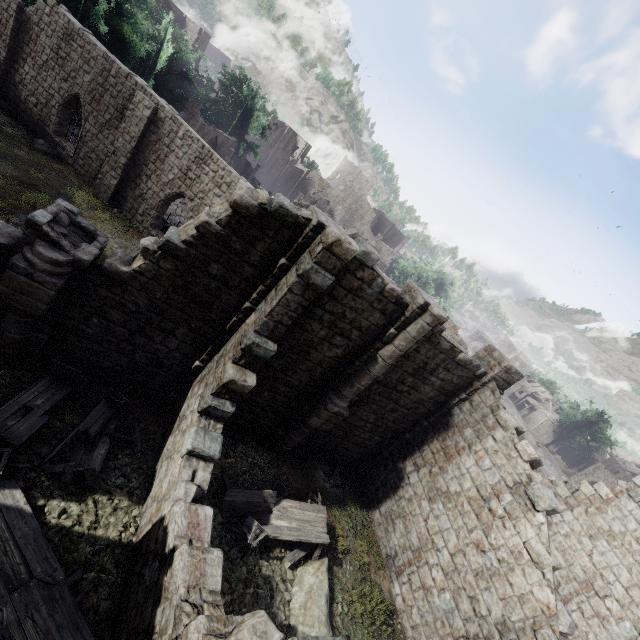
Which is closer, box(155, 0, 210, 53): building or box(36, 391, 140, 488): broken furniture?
box(36, 391, 140, 488): broken furniture

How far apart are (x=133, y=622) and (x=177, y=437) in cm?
380

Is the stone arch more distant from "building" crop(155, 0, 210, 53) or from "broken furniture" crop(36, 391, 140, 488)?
"broken furniture" crop(36, 391, 140, 488)

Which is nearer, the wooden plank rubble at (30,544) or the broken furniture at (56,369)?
the wooden plank rubble at (30,544)

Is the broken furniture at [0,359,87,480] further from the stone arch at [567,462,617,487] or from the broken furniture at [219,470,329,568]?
the stone arch at [567,462,617,487]

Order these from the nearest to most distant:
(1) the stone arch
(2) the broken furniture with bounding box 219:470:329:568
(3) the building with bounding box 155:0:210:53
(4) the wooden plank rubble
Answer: (4) the wooden plank rubble < (2) the broken furniture with bounding box 219:470:329:568 < (3) the building with bounding box 155:0:210:53 < (1) the stone arch

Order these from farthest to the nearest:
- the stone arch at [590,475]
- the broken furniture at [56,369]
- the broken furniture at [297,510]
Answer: the stone arch at [590,475], the broken furniture at [297,510], the broken furniture at [56,369]

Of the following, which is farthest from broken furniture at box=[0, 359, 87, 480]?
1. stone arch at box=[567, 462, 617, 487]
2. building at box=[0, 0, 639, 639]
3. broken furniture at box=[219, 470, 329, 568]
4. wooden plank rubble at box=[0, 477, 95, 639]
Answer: stone arch at box=[567, 462, 617, 487]
